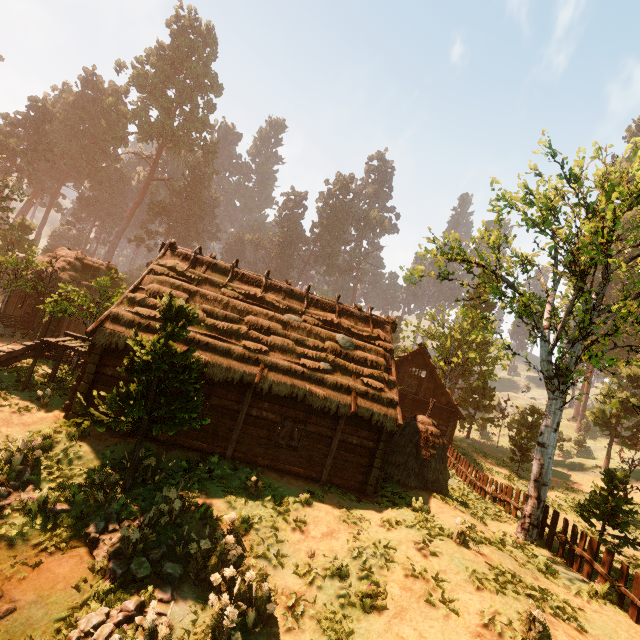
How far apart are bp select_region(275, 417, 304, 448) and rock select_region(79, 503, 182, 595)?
4.9m

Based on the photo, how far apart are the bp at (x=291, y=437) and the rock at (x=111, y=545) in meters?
4.9 m

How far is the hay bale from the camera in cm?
1426

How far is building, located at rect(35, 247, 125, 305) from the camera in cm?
2377

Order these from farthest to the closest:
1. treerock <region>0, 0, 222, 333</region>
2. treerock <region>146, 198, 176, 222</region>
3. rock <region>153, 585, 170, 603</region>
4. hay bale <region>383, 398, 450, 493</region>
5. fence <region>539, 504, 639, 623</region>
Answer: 1. treerock <region>146, 198, 176, 222</region>
2. treerock <region>0, 0, 222, 333</region>
3. hay bale <region>383, 398, 450, 493</region>
4. fence <region>539, 504, 639, 623</region>
5. rock <region>153, 585, 170, 603</region>

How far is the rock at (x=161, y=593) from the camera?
7.1m

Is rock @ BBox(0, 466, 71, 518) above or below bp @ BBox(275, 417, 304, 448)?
below

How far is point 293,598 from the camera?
7.86m
